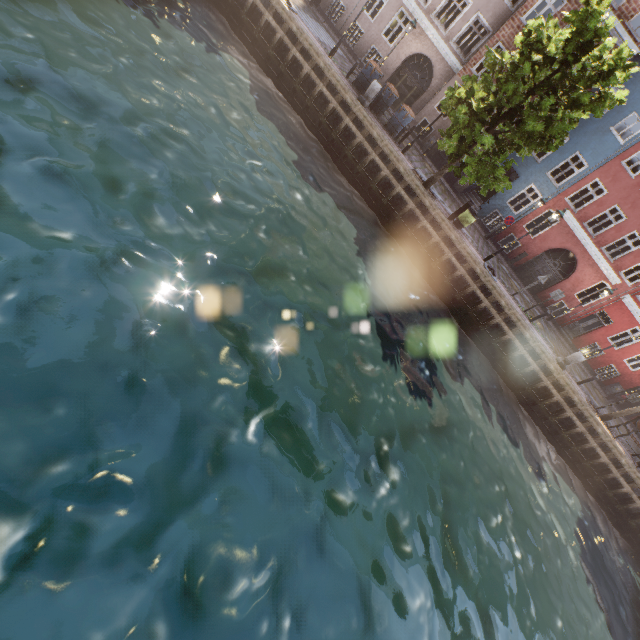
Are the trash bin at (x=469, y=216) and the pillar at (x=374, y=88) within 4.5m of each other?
no

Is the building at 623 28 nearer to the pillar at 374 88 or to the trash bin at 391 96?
the trash bin at 391 96

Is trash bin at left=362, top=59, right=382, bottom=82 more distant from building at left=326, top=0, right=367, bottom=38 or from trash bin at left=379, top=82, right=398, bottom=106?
building at left=326, top=0, right=367, bottom=38

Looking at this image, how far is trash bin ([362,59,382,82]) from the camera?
15.97m

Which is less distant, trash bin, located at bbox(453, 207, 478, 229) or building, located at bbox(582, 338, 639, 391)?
trash bin, located at bbox(453, 207, 478, 229)

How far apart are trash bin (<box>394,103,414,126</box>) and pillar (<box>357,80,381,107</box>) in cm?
151

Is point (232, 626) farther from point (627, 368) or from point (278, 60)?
point (627, 368)

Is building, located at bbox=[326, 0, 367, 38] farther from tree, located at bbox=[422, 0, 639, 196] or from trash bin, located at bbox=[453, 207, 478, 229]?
trash bin, located at bbox=[453, 207, 478, 229]
